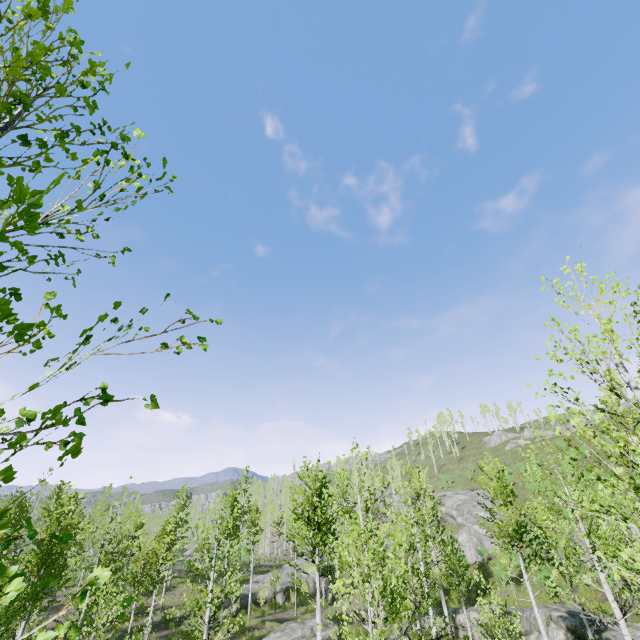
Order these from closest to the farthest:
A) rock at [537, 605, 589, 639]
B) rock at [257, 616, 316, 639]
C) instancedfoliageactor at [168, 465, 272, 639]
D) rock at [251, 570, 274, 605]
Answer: instancedfoliageactor at [168, 465, 272, 639] → rock at [537, 605, 589, 639] → rock at [257, 616, 316, 639] → rock at [251, 570, 274, 605]

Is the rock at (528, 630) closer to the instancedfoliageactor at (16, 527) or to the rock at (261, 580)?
the instancedfoliageactor at (16, 527)

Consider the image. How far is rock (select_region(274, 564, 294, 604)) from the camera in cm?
3266

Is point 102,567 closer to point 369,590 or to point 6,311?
point 369,590

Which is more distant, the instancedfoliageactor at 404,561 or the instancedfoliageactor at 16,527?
the instancedfoliageactor at 404,561

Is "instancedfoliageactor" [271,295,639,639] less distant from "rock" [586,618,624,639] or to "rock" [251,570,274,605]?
"rock" [251,570,274,605]

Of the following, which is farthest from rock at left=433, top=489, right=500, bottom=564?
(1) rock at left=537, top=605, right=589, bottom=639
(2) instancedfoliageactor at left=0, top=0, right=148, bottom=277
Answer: (1) rock at left=537, top=605, right=589, bottom=639

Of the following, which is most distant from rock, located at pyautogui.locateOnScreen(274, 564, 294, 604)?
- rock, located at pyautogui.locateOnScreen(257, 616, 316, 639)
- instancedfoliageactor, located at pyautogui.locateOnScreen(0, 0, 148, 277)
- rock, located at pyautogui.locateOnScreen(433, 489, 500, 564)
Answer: rock, located at pyautogui.locateOnScreen(433, 489, 500, 564)
